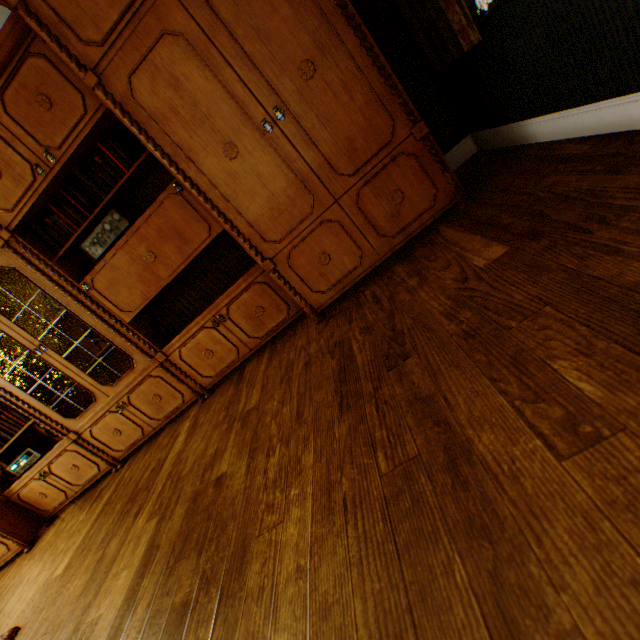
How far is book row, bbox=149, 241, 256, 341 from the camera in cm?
270

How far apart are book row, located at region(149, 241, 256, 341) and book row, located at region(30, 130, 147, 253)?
0.8 meters

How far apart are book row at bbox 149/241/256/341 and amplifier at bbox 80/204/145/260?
0.64m

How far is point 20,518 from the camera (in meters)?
3.59

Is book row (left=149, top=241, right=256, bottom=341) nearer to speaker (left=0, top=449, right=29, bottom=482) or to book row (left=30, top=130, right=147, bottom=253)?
book row (left=30, top=130, right=147, bottom=253)

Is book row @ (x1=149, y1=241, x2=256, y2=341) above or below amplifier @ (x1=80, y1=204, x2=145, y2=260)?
below

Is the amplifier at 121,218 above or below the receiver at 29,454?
above

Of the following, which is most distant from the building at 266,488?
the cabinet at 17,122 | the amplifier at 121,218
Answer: the amplifier at 121,218
